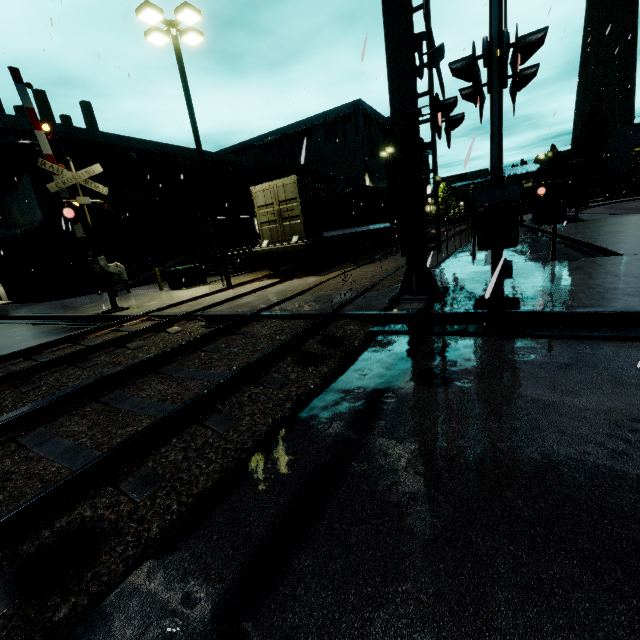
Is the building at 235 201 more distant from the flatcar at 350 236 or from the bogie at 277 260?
the bogie at 277 260

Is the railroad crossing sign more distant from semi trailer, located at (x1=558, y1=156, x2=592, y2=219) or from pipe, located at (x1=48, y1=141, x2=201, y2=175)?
pipe, located at (x1=48, y1=141, x2=201, y2=175)

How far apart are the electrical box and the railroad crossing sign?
14.0 meters

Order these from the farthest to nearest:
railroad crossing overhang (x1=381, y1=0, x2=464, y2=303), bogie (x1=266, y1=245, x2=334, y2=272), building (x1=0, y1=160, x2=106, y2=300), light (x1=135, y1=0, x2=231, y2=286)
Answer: building (x1=0, y1=160, x2=106, y2=300), bogie (x1=266, y1=245, x2=334, y2=272), light (x1=135, y1=0, x2=231, y2=286), railroad crossing overhang (x1=381, y1=0, x2=464, y2=303)

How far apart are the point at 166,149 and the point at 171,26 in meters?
16.8 m

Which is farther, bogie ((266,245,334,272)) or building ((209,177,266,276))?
building ((209,177,266,276))

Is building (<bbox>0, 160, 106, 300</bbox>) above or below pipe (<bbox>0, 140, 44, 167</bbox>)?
below

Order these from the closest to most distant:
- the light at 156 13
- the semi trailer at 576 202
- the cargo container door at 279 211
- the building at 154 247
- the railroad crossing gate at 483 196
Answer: the railroad crossing gate at 483 196
the light at 156 13
the cargo container door at 279 211
the semi trailer at 576 202
the building at 154 247
